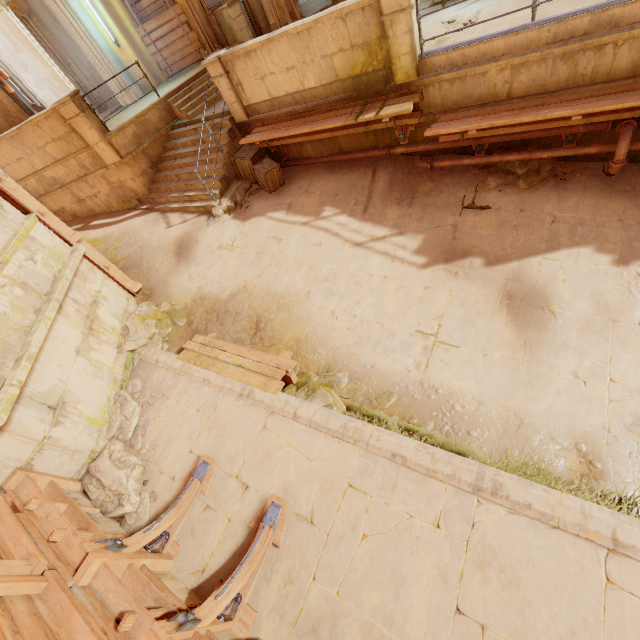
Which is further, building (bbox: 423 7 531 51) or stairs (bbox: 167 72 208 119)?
stairs (bbox: 167 72 208 119)

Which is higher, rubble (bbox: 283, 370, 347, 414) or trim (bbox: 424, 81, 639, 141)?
trim (bbox: 424, 81, 639, 141)

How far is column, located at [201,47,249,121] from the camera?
8.0 meters

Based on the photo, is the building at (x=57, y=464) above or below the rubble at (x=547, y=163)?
above

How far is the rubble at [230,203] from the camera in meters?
9.0

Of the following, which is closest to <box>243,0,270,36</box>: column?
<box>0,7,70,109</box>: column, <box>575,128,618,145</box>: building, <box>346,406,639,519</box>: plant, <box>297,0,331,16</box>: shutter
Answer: <box>297,0,331,16</box>: shutter

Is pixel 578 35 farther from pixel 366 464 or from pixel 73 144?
pixel 73 144

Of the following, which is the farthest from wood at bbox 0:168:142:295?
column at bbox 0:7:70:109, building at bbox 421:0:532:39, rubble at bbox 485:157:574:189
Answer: rubble at bbox 485:157:574:189
